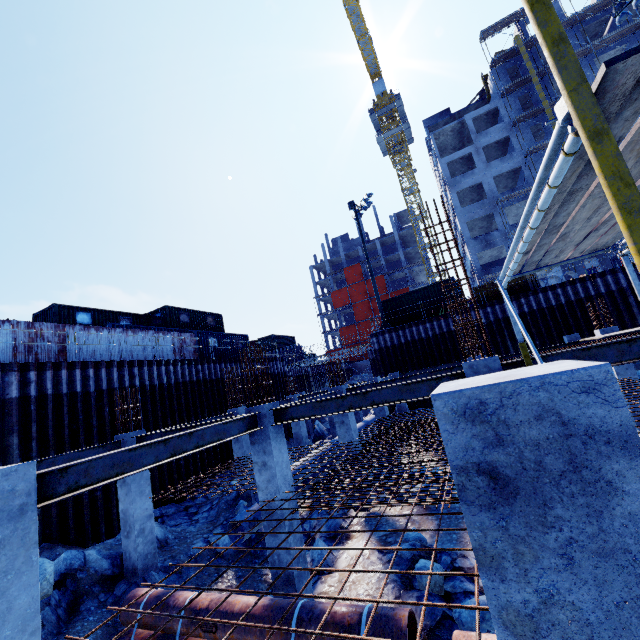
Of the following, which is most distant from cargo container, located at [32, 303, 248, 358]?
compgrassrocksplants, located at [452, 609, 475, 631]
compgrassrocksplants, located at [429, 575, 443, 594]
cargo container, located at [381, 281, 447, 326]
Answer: compgrassrocksplants, located at [452, 609, 475, 631]

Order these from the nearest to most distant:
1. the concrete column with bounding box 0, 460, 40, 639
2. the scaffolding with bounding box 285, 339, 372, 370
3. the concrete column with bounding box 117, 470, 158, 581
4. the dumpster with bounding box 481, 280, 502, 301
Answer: the concrete column with bounding box 0, 460, 40, 639, the concrete column with bounding box 117, 470, 158, 581, the dumpster with bounding box 481, 280, 502, 301, the scaffolding with bounding box 285, 339, 372, 370

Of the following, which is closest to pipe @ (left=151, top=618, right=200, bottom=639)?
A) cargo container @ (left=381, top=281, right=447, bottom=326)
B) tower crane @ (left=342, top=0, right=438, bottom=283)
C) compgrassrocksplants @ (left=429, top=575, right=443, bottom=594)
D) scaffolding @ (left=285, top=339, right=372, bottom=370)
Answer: compgrassrocksplants @ (left=429, top=575, right=443, bottom=594)

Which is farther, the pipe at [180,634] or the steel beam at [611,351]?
the pipe at [180,634]

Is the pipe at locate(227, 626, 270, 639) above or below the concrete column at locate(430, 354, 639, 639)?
below

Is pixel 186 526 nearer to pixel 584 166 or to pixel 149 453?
pixel 149 453

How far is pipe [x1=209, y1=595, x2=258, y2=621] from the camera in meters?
6.0 m

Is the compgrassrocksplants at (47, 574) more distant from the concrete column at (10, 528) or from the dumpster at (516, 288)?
the dumpster at (516, 288)
